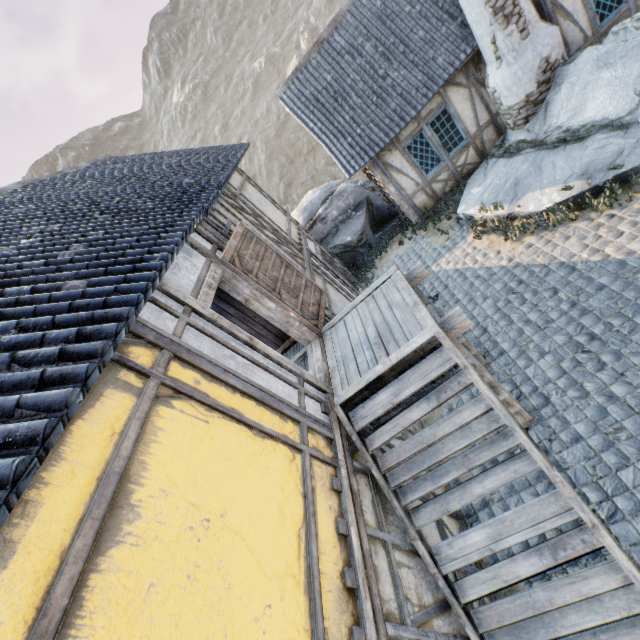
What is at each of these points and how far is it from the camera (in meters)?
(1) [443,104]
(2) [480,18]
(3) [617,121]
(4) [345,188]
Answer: (1) building, 9.34
(2) chimney, 7.58
(3) rock, 6.82
(4) rock, 12.49

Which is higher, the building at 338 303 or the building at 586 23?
the building at 338 303

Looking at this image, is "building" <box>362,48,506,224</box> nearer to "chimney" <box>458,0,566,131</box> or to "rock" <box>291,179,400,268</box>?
"chimney" <box>458,0,566,131</box>

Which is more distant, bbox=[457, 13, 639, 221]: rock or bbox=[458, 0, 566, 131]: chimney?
bbox=[458, 0, 566, 131]: chimney

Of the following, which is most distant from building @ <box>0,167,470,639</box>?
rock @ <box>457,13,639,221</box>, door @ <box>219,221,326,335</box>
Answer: rock @ <box>457,13,639,221</box>

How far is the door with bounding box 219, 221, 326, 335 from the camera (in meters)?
5.16

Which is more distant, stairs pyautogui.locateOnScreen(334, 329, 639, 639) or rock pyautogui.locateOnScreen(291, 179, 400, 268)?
rock pyautogui.locateOnScreen(291, 179, 400, 268)

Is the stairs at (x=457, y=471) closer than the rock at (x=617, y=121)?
Yes
